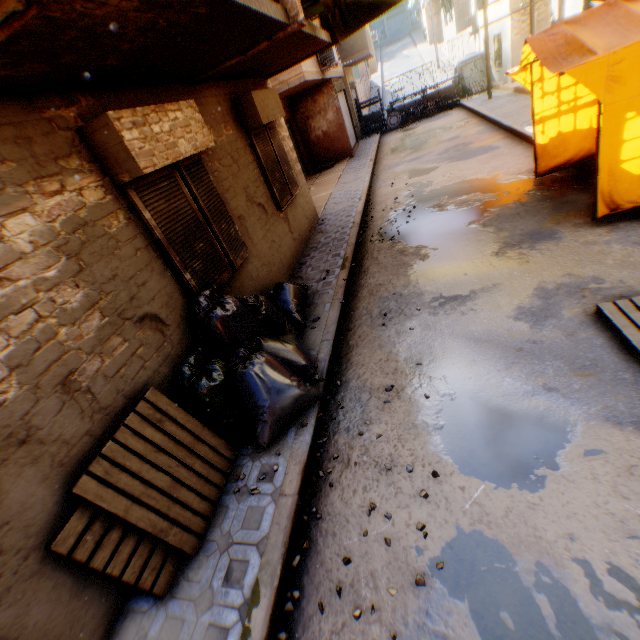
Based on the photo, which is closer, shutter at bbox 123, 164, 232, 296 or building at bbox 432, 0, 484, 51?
shutter at bbox 123, 164, 232, 296

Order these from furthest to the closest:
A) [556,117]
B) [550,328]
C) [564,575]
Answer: [556,117] < [550,328] < [564,575]

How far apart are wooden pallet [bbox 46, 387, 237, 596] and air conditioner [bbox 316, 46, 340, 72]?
13.64m

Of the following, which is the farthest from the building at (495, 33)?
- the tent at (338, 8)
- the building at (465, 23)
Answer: the building at (465, 23)

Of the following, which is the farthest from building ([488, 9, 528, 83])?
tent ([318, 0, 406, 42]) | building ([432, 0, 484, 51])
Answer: building ([432, 0, 484, 51])

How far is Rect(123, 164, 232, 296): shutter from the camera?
3.6 meters

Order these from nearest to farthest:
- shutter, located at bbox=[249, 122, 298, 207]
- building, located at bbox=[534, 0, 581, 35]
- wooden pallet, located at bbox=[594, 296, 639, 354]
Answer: wooden pallet, located at bbox=[594, 296, 639, 354] < shutter, located at bbox=[249, 122, 298, 207] < building, located at bbox=[534, 0, 581, 35]

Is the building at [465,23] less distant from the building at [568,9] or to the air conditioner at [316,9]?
the building at [568,9]
